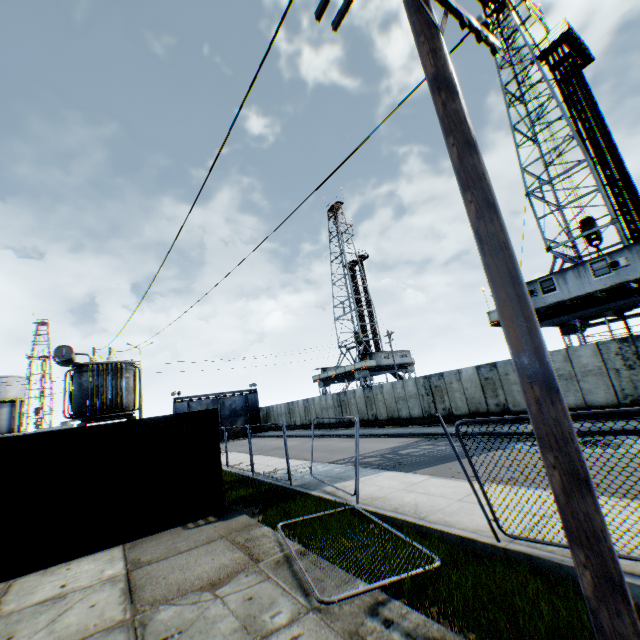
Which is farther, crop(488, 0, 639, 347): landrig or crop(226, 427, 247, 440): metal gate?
crop(226, 427, 247, 440): metal gate

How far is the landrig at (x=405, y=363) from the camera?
44.50m

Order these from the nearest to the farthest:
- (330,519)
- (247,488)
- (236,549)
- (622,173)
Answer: (236,549), (330,519), (247,488), (622,173)

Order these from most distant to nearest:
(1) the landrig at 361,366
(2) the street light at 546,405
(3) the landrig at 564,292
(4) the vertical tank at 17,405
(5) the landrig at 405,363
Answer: (5) the landrig at 405,363 < (1) the landrig at 361,366 < (4) the vertical tank at 17,405 < (3) the landrig at 564,292 < (2) the street light at 546,405

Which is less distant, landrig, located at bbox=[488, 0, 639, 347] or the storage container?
the storage container

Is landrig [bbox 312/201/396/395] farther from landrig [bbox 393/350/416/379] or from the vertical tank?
the vertical tank

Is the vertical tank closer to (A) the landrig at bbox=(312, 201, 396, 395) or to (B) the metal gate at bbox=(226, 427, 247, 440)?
(B) the metal gate at bbox=(226, 427, 247, 440)

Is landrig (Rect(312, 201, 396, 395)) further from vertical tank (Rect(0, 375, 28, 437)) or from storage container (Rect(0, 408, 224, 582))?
vertical tank (Rect(0, 375, 28, 437))
